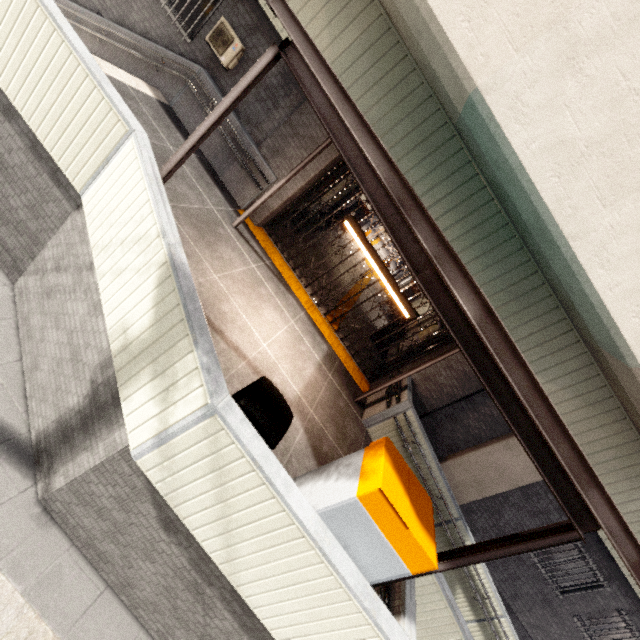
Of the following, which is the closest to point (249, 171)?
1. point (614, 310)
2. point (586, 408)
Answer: point (614, 310)

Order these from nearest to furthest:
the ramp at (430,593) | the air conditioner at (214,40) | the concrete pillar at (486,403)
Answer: the ramp at (430,593)
the air conditioner at (214,40)
the concrete pillar at (486,403)

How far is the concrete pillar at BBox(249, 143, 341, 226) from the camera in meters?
7.4 m

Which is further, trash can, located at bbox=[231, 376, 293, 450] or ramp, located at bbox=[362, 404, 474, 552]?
ramp, located at bbox=[362, 404, 474, 552]

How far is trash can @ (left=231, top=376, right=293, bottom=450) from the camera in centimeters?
293cm

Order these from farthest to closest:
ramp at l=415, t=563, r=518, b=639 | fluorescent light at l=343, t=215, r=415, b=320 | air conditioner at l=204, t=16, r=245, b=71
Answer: air conditioner at l=204, t=16, r=245, b=71, fluorescent light at l=343, t=215, r=415, b=320, ramp at l=415, t=563, r=518, b=639

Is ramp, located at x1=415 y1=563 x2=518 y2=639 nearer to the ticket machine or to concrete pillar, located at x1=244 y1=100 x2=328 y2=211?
the ticket machine

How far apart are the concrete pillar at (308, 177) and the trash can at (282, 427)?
5.70m
